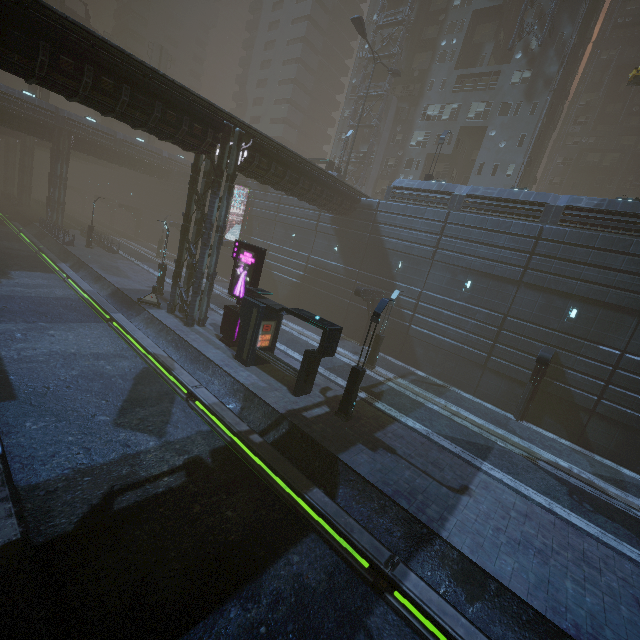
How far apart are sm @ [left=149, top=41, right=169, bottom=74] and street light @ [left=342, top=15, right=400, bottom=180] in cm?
3980

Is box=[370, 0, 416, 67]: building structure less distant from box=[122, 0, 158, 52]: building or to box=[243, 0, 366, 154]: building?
box=[243, 0, 366, 154]: building

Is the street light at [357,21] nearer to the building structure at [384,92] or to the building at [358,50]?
the building at [358,50]

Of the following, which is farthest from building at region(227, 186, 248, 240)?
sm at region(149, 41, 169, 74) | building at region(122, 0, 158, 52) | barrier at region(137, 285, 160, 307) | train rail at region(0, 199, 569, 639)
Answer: sm at region(149, 41, 169, 74)

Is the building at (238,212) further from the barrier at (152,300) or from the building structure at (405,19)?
the barrier at (152,300)

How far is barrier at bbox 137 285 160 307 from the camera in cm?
2214

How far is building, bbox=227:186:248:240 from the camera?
37.8 meters

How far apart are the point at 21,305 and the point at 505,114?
45.07m
